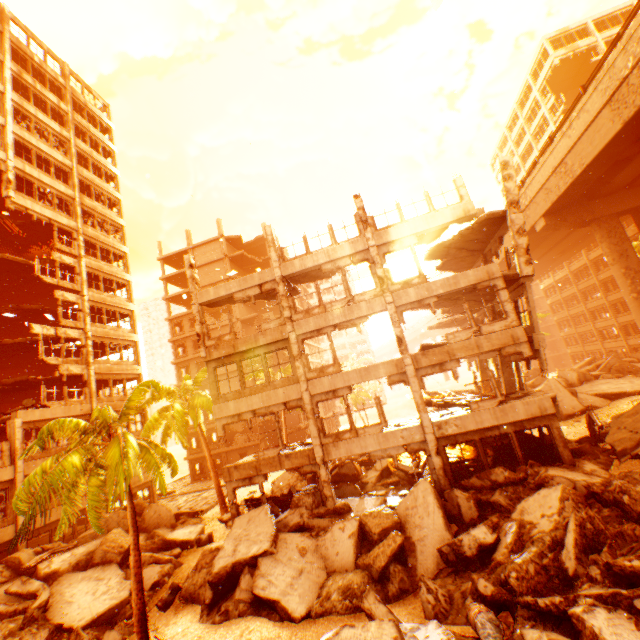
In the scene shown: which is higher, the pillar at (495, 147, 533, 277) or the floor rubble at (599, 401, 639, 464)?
the pillar at (495, 147, 533, 277)

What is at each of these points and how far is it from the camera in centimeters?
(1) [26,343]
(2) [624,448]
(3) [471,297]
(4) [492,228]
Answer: (1) floor rubble, 2364cm
(2) floor rubble, 1201cm
(3) floor rubble, 1759cm
(4) floor rubble, 1631cm

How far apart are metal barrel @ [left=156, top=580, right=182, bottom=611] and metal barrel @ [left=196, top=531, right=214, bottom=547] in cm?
235

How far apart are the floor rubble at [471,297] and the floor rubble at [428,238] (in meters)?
2.48

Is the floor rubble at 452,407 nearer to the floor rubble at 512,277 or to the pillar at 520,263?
the pillar at 520,263

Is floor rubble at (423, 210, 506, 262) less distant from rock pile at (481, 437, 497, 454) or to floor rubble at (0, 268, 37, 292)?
rock pile at (481, 437, 497, 454)

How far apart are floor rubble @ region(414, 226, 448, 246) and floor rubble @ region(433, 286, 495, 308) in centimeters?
248cm

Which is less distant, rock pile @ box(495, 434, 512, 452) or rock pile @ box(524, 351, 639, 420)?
rock pile @ box(495, 434, 512, 452)
